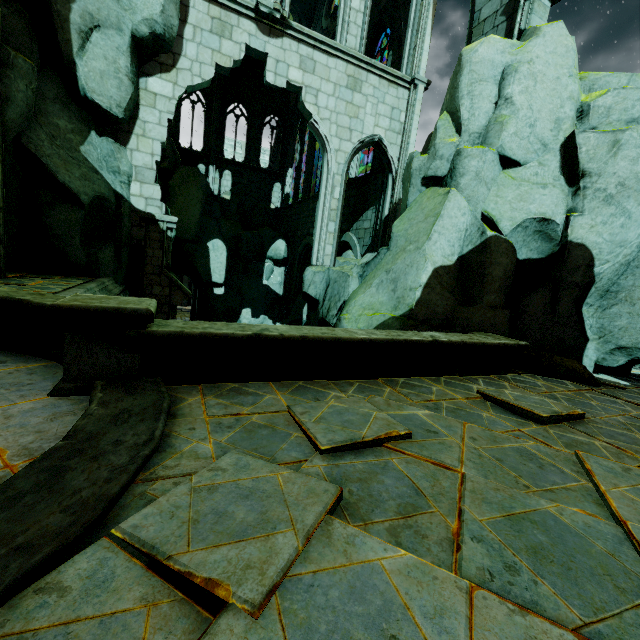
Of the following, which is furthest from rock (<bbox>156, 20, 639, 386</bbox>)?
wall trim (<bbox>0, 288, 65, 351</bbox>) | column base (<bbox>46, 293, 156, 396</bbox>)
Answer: column base (<bbox>46, 293, 156, 396</bbox>)

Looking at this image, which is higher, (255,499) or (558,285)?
(558,285)

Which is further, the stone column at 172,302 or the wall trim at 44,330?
the stone column at 172,302

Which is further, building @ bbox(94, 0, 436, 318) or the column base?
building @ bbox(94, 0, 436, 318)

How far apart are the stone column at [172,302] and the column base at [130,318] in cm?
596

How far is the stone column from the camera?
9.66m

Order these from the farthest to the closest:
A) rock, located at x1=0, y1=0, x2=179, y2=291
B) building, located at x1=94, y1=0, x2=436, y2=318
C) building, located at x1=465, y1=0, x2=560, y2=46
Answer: building, located at x1=94, y1=0, x2=436, y2=318 < building, located at x1=465, y1=0, x2=560, y2=46 < rock, located at x1=0, y1=0, x2=179, y2=291

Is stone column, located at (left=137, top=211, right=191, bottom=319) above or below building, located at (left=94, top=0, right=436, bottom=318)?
below
